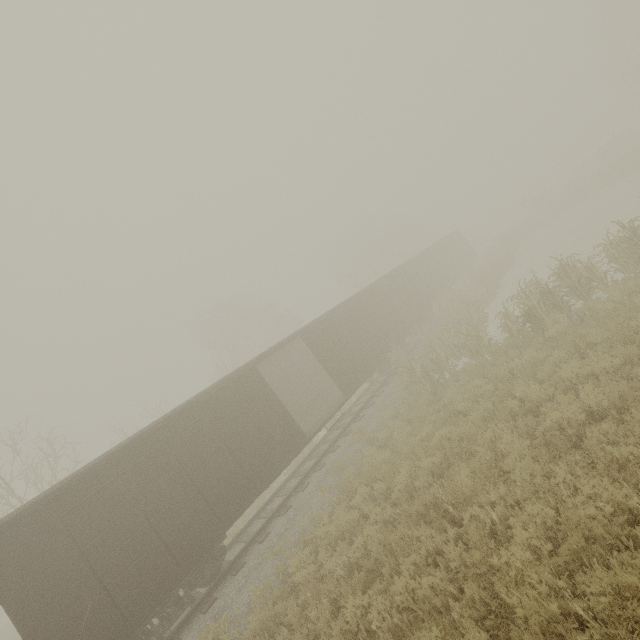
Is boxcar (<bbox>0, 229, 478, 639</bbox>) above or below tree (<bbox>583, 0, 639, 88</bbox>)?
below

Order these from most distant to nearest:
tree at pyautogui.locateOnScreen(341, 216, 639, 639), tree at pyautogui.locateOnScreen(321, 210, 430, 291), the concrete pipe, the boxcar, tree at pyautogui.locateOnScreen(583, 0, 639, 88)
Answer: tree at pyautogui.locateOnScreen(321, 210, 430, 291)
tree at pyautogui.locateOnScreen(583, 0, 639, 88)
the concrete pipe
the boxcar
tree at pyautogui.locateOnScreen(341, 216, 639, 639)

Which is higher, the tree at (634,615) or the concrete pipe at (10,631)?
the concrete pipe at (10,631)

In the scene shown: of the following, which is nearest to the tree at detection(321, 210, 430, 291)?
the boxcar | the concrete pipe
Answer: the boxcar

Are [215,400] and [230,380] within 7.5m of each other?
yes

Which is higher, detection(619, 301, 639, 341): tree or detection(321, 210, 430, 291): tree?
detection(321, 210, 430, 291): tree

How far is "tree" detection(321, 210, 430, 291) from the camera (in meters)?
39.75

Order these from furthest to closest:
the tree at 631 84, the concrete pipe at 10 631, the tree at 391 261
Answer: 1. the tree at 391 261
2. the tree at 631 84
3. the concrete pipe at 10 631
